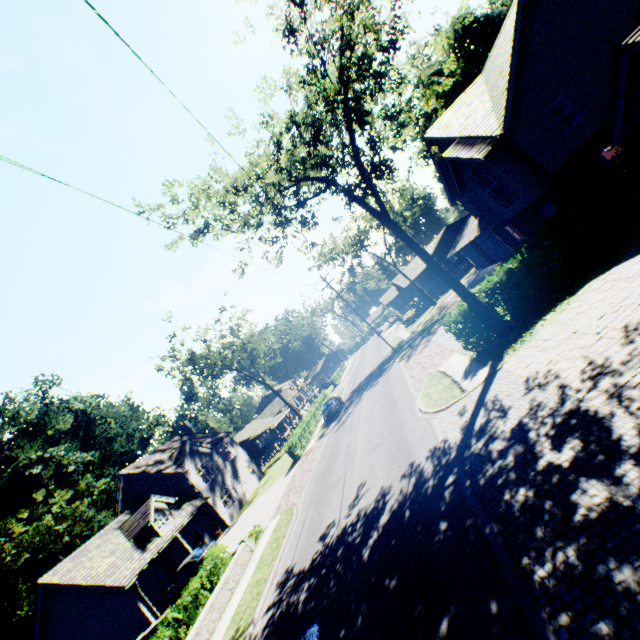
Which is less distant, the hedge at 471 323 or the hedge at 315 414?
the hedge at 471 323

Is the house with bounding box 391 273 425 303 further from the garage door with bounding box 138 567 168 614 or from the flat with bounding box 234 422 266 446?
the garage door with bounding box 138 567 168 614

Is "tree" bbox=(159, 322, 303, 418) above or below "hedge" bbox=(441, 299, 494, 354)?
above

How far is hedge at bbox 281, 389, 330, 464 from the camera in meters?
30.0 m

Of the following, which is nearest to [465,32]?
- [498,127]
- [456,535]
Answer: [498,127]

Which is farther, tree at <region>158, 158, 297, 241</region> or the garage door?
the garage door

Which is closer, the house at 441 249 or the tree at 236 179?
the tree at 236 179

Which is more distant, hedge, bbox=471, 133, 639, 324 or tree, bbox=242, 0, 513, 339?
hedge, bbox=471, 133, 639, 324
